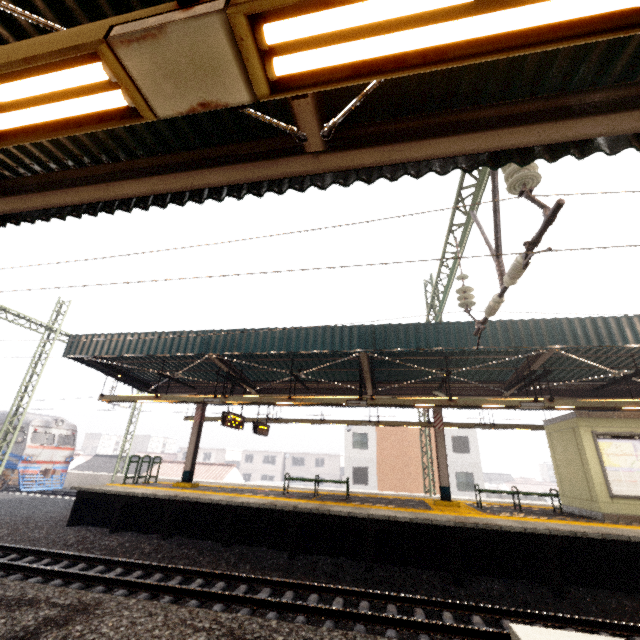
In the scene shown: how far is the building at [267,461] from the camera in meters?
53.6 m

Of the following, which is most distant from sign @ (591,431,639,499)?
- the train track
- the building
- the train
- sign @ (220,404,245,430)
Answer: the building

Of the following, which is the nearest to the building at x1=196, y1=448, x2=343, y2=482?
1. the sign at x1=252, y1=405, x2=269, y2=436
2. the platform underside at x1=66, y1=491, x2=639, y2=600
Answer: the platform underside at x1=66, y1=491, x2=639, y2=600

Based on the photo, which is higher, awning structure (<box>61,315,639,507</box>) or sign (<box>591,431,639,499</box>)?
awning structure (<box>61,315,639,507</box>)

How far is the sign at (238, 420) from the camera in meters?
11.3

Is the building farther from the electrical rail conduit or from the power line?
the electrical rail conduit

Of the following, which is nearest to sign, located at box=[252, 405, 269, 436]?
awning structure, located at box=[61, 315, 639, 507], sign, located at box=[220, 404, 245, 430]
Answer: awning structure, located at box=[61, 315, 639, 507]

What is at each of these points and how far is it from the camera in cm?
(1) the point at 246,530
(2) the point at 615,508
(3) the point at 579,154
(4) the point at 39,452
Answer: (1) platform underside, 931
(2) elevator, 903
(3) awning structure, 317
(4) train, 1955
